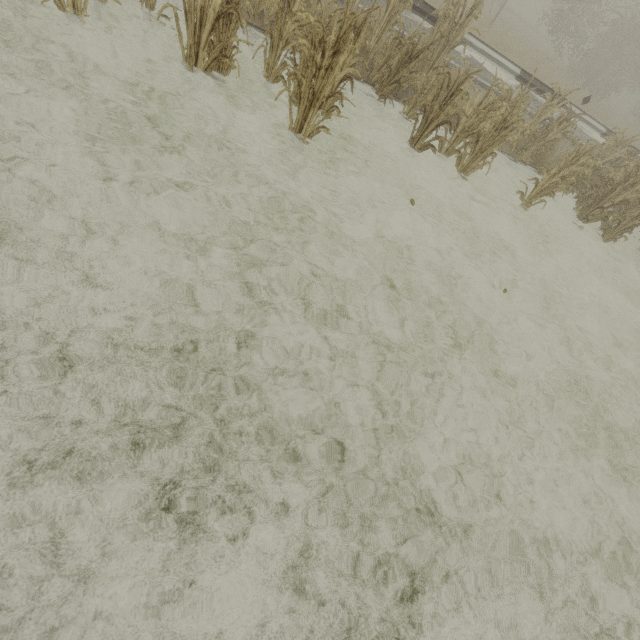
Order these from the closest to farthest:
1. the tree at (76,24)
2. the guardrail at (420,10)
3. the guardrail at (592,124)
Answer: the tree at (76,24) < the guardrail at (420,10) < the guardrail at (592,124)

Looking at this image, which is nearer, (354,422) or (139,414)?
(139,414)

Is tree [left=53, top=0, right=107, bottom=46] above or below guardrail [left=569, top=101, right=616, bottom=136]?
below

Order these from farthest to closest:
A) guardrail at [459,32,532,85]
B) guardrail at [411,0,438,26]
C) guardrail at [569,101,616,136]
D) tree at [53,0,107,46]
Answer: guardrail at [569,101,616,136], guardrail at [459,32,532,85], guardrail at [411,0,438,26], tree at [53,0,107,46]

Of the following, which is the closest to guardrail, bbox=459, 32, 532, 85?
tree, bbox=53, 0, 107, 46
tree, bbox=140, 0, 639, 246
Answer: tree, bbox=53, 0, 107, 46

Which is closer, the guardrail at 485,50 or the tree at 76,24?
the tree at 76,24

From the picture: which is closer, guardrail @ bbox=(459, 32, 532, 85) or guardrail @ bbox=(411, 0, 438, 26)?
guardrail @ bbox=(411, 0, 438, 26)
